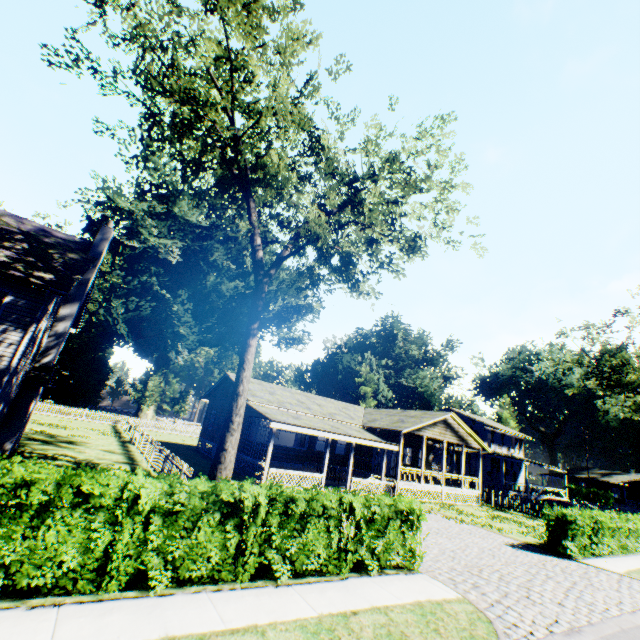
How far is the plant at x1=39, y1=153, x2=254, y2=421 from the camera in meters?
36.6 m

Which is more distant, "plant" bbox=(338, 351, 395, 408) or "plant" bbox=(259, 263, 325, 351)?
"plant" bbox=(338, 351, 395, 408)

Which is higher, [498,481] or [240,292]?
[240,292]

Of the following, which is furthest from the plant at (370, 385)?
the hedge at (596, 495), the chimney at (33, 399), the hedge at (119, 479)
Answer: the hedge at (119, 479)

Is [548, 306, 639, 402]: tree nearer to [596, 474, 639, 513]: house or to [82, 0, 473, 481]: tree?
[596, 474, 639, 513]: house

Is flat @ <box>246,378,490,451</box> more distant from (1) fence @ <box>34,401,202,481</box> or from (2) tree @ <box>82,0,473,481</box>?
(2) tree @ <box>82,0,473,481</box>

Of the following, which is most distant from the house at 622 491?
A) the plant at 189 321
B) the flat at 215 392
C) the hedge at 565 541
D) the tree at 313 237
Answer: the tree at 313 237

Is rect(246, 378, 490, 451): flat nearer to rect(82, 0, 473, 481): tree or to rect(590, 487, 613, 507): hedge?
rect(82, 0, 473, 481): tree
